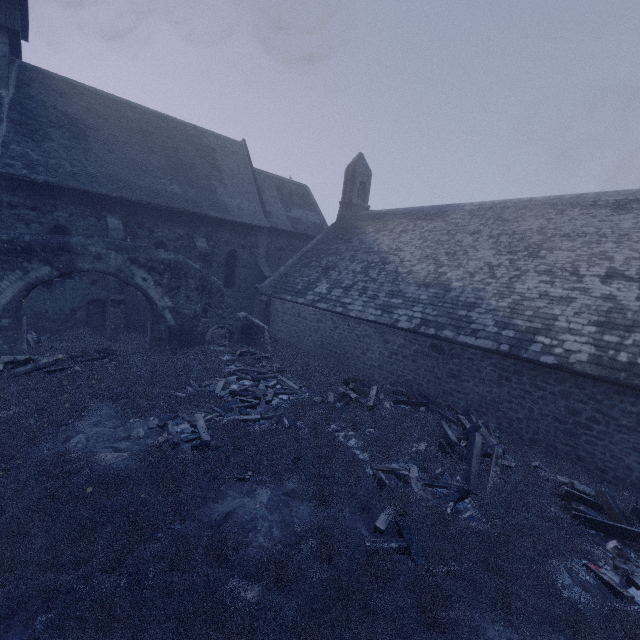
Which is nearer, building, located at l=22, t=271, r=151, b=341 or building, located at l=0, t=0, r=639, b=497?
building, located at l=0, t=0, r=639, b=497

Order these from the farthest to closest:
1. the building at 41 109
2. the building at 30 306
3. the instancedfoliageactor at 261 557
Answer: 1. the building at 30 306
2. the building at 41 109
3. the instancedfoliageactor at 261 557

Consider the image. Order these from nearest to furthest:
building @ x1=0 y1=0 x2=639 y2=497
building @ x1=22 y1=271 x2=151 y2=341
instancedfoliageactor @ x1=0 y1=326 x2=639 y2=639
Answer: instancedfoliageactor @ x1=0 y1=326 x2=639 y2=639 < building @ x1=0 y1=0 x2=639 y2=497 < building @ x1=22 y1=271 x2=151 y2=341

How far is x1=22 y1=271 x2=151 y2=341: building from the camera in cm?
1509

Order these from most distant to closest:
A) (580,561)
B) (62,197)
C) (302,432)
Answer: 1. (62,197)
2. (302,432)
3. (580,561)

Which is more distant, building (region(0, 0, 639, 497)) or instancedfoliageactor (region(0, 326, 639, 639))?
building (region(0, 0, 639, 497))

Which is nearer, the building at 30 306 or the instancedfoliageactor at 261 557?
the instancedfoliageactor at 261 557
